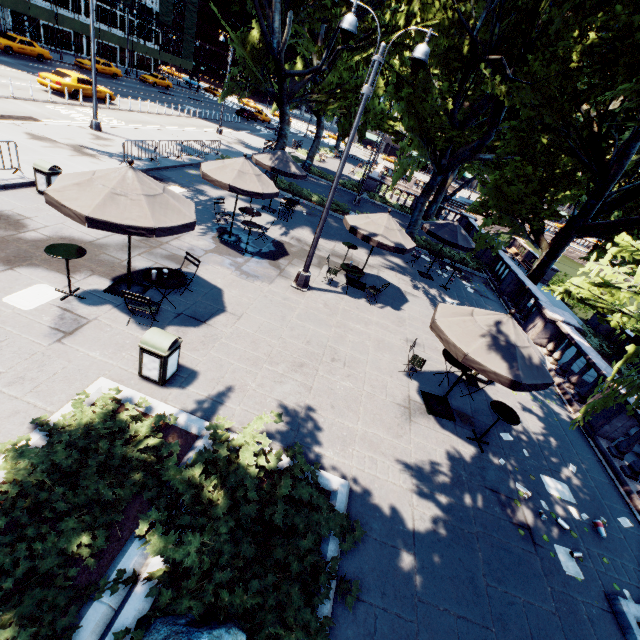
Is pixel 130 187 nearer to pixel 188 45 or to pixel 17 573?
pixel 17 573

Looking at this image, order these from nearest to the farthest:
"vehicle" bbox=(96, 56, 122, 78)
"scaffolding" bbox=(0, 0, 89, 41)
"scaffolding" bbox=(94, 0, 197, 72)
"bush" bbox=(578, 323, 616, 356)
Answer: "bush" bbox=(578, 323, 616, 356)
"scaffolding" bbox=(0, 0, 89, 41)
"vehicle" bbox=(96, 56, 122, 78)
"scaffolding" bbox=(94, 0, 197, 72)

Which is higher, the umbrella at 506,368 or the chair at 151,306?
the umbrella at 506,368

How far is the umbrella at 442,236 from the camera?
14.80m

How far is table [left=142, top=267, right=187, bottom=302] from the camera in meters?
7.2

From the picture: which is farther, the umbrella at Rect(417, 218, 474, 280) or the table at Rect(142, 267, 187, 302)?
the umbrella at Rect(417, 218, 474, 280)

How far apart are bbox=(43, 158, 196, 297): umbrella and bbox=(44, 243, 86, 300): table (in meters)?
1.21

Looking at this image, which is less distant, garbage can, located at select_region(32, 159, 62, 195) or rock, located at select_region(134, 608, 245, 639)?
rock, located at select_region(134, 608, 245, 639)
